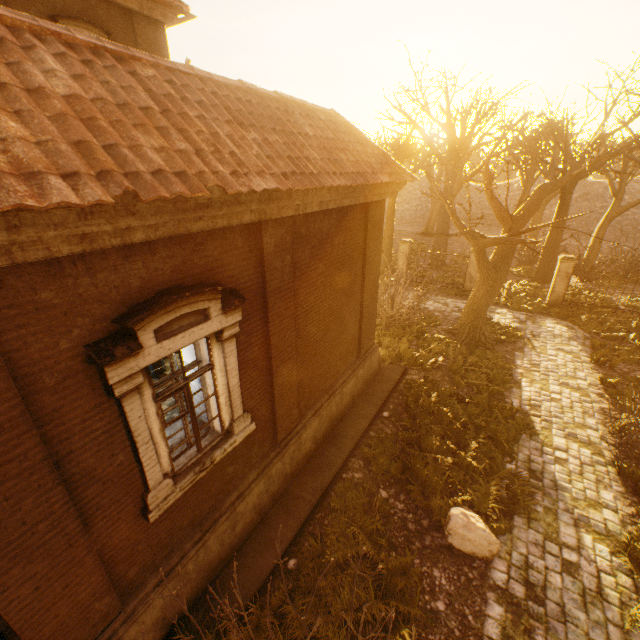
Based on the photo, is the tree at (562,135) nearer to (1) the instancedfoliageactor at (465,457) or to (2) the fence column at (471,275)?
(1) the instancedfoliageactor at (465,457)

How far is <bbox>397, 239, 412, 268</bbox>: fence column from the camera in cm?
1909

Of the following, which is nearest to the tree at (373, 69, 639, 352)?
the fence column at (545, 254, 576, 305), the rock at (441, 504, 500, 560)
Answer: the fence column at (545, 254, 576, 305)

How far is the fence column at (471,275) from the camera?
17.5m

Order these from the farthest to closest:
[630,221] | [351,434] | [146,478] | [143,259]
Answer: [630,221] < [351,434] < [146,478] < [143,259]

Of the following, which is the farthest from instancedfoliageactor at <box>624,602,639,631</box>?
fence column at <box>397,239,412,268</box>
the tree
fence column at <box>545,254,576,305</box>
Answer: fence column at <box>397,239,412,268</box>

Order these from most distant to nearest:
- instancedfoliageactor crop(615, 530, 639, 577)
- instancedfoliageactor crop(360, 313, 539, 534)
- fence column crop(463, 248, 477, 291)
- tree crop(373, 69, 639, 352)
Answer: fence column crop(463, 248, 477, 291)
tree crop(373, 69, 639, 352)
instancedfoliageactor crop(360, 313, 539, 534)
instancedfoliageactor crop(615, 530, 639, 577)

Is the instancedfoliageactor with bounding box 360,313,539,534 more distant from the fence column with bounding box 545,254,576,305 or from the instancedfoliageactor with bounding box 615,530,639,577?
the fence column with bounding box 545,254,576,305
